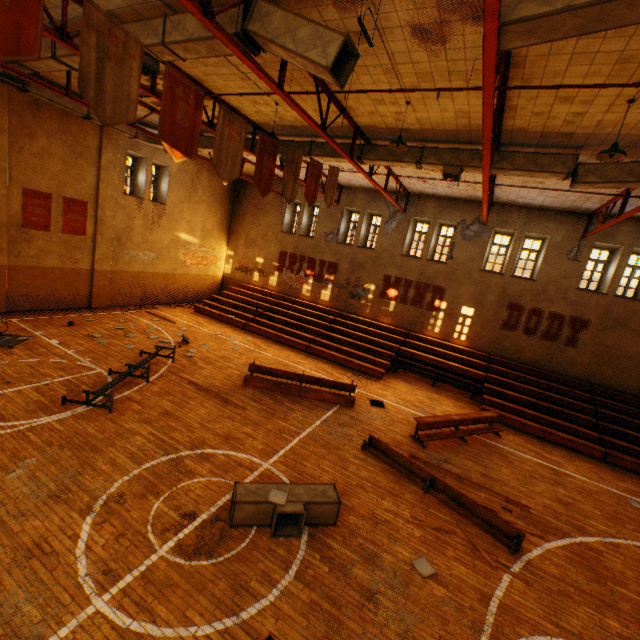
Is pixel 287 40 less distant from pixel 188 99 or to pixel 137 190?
pixel 188 99

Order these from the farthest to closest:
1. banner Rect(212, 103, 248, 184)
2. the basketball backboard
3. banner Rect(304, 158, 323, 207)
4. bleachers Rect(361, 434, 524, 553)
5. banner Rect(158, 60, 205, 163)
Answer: the basketball backboard < banner Rect(304, 158, 323, 207) < bleachers Rect(361, 434, 524, 553) < banner Rect(212, 103, 248, 184) < banner Rect(158, 60, 205, 163)

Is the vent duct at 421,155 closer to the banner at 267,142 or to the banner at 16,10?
the banner at 267,142

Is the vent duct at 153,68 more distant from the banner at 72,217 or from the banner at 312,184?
the banner at 72,217

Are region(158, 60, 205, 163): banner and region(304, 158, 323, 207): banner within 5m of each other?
yes

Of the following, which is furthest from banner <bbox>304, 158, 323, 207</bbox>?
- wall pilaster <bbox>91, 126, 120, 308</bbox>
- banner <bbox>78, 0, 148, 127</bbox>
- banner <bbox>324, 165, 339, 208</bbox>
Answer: wall pilaster <bbox>91, 126, 120, 308</bbox>

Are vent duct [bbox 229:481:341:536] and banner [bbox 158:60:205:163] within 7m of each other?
yes

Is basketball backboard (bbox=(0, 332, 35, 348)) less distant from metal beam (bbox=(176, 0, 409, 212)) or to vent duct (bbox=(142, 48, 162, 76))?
vent duct (bbox=(142, 48, 162, 76))
